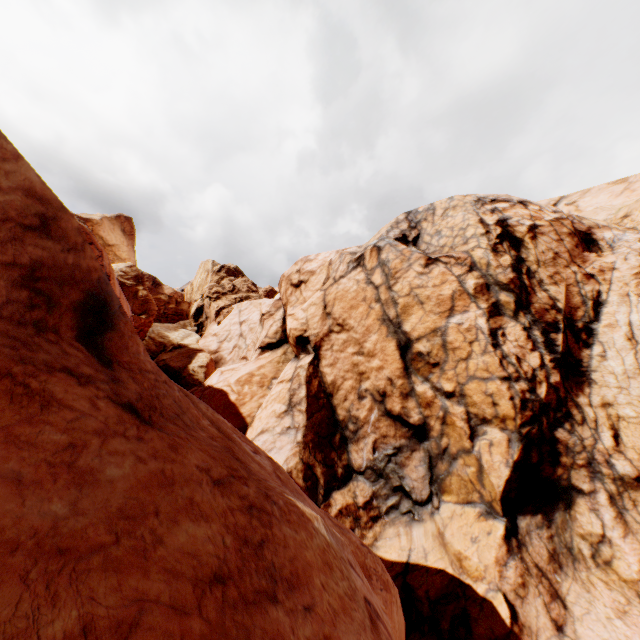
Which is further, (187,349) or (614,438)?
(187,349)
